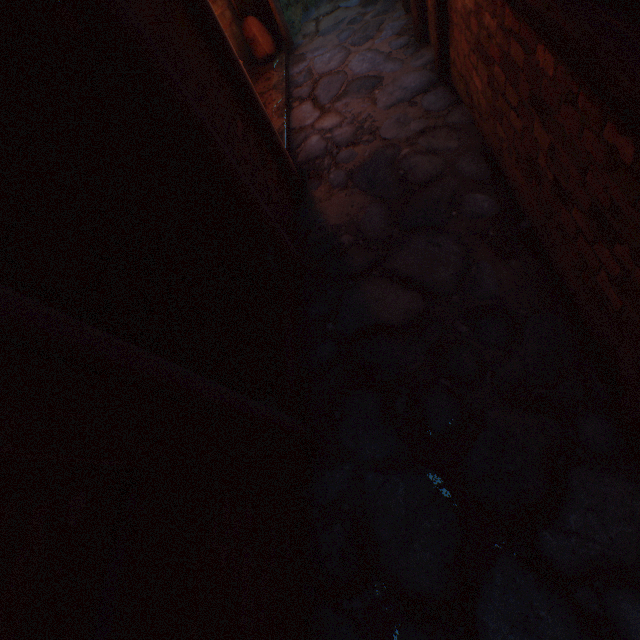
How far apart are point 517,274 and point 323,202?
2.07m

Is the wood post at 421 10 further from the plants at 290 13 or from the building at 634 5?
the plants at 290 13

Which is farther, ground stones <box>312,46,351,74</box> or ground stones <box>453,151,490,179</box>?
ground stones <box>312,46,351,74</box>

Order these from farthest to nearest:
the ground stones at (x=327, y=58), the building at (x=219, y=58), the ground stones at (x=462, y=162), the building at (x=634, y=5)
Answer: the ground stones at (x=327, y=58) → the ground stones at (x=462, y=162) → the building at (x=219, y=58) → the building at (x=634, y=5)

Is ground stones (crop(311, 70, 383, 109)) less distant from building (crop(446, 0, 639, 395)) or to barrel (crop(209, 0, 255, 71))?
building (crop(446, 0, 639, 395))

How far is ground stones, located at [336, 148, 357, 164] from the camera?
3.6 meters

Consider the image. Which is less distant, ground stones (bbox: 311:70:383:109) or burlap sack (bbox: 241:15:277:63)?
ground stones (bbox: 311:70:383:109)

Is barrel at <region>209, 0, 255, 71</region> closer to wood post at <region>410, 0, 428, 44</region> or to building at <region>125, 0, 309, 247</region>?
building at <region>125, 0, 309, 247</region>
